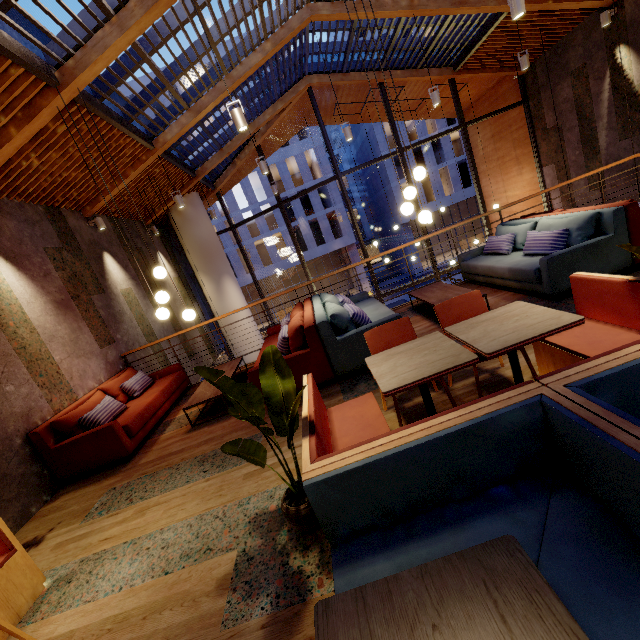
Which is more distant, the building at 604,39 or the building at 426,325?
the building at 604,39

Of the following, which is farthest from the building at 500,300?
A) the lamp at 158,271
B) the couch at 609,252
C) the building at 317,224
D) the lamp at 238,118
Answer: the building at 317,224

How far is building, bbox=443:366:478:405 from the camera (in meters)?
2.91

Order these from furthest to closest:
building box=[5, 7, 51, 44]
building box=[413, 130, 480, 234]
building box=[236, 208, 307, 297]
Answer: building box=[236, 208, 307, 297] → building box=[413, 130, 480, 234] → building box=[5, 7, 51, 44]

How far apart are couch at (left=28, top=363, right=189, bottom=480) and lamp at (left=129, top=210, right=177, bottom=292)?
1.3 meters

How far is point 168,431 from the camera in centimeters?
480cm

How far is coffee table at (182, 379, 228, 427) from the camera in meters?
4.5

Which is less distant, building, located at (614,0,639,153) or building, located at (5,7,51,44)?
building, located at (5,7,51,44)
